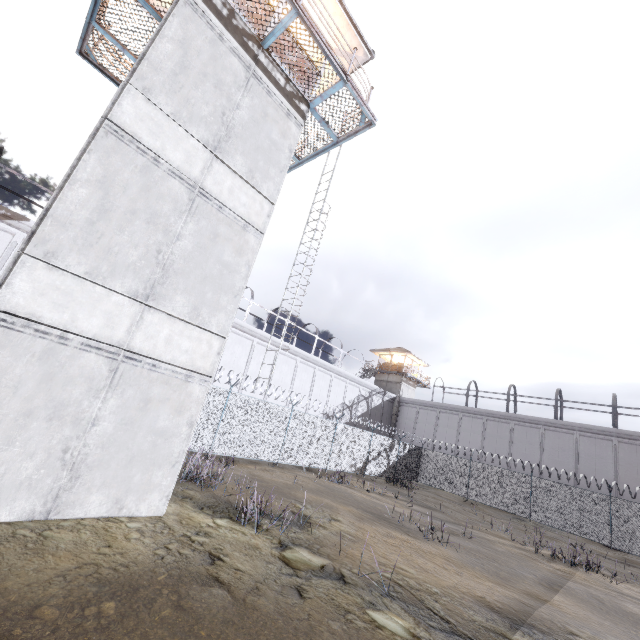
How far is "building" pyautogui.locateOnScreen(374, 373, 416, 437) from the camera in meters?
39.6 m

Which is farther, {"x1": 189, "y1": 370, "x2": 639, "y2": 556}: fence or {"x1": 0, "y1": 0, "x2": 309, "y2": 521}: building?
{"x1": 189, "y1": 370, "x2": 639, "y2": 556}: fence

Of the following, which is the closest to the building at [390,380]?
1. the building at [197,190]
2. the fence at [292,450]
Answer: the fence at [292,450]

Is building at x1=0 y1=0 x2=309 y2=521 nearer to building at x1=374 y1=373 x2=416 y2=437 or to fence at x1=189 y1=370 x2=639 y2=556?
fence at x1=189 y1=370 x2=639 y2=556

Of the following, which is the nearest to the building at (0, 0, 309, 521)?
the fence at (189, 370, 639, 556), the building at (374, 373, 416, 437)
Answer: the fence at (189, 370, 639, 556)

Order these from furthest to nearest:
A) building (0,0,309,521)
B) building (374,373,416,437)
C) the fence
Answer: building (374,373,416,437)
the fence
building (0,0,309,521)

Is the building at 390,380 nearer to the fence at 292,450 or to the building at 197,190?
the fence at 292,450

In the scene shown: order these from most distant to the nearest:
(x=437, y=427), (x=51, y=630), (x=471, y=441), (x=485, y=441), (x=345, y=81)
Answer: (x=437, y=427) < (x=471, y=441) < (x=485, y=441) < (x=345, y=81) < (x=51, y=630)
